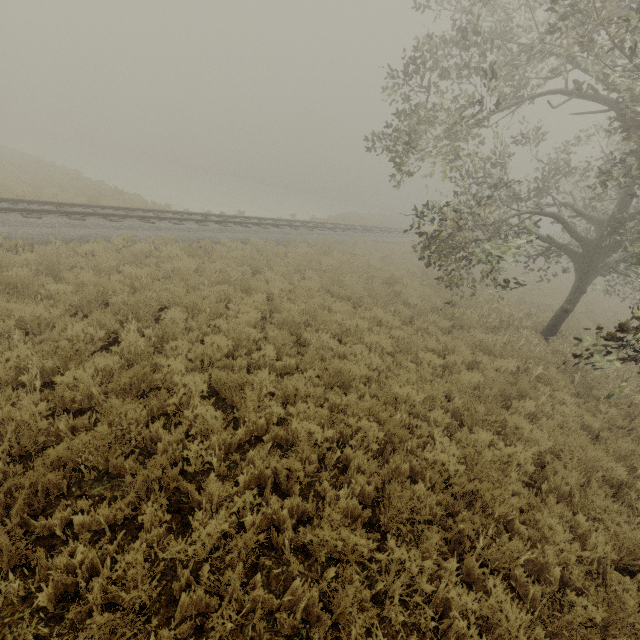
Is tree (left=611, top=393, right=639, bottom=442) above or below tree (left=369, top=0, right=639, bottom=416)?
below

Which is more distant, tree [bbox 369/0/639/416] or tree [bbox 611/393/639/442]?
tree [bbox 369/0/639/416]

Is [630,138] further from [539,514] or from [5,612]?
[5,612]

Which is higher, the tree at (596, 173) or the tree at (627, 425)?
the tree at (596, 173)

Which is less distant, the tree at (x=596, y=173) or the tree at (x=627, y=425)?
the tree at (x=627, y=425)
